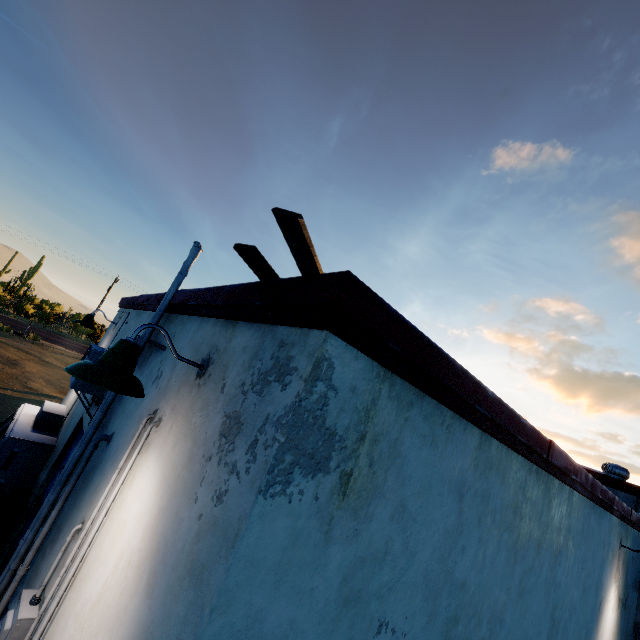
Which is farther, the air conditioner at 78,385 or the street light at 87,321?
the street light at 87,321

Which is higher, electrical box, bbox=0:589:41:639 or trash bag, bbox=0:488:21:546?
electrical box, bbox=0:589:41:639

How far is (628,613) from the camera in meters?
6.6 m

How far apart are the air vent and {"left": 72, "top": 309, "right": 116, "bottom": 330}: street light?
13.63m

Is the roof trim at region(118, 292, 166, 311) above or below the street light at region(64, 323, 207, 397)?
above

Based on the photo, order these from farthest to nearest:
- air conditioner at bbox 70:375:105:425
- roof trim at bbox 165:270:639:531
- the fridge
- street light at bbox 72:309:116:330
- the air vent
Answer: the air vent → street light at bbox 72:309:116:330 → the fridge → air conditioner at bbox 70:375:105:425 → roof trim at bbox 165:270:639:531

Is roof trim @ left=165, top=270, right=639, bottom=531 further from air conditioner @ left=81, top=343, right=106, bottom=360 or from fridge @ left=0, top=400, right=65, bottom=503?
fridge @ left=0, top=400, right=65, bottom=503

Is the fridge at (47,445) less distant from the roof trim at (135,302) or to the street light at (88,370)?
the roof trim at (135,302)
